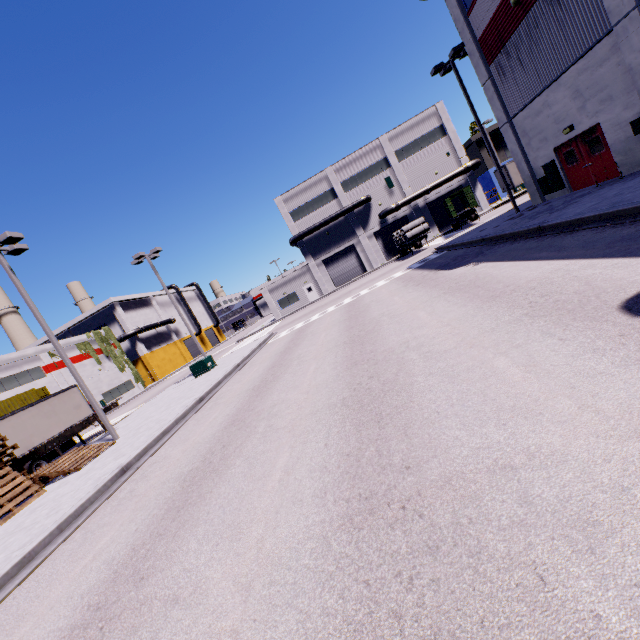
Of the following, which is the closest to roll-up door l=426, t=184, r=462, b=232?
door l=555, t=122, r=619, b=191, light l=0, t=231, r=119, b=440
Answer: light l=0, t=231, r=119, b=440

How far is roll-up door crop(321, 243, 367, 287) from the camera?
45.3m

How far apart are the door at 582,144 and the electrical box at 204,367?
24.2m

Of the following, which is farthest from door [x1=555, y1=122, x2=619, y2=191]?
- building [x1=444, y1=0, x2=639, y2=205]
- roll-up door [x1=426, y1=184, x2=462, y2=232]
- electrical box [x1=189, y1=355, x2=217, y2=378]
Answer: electrical box [x1=189, y1=355, x2=217, y2=378]

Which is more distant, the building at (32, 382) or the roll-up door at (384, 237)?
the roll-up door at (384, 237)

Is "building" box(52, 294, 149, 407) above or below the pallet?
above

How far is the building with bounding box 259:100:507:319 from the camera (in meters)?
41.94

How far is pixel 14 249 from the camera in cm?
1438
